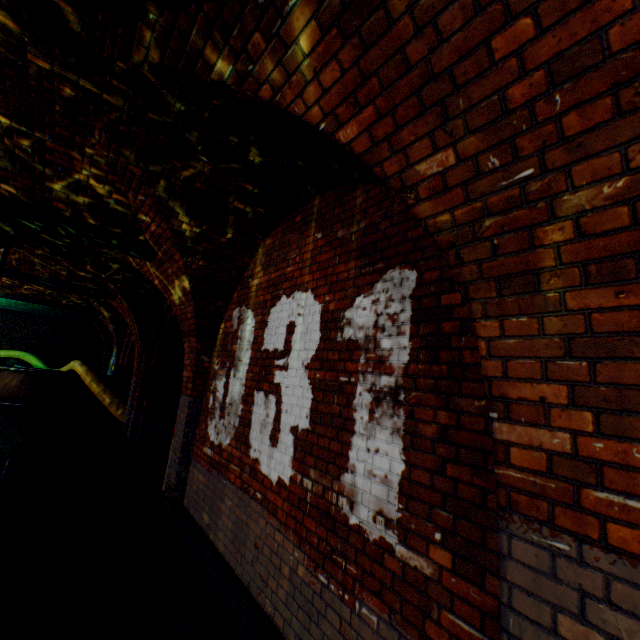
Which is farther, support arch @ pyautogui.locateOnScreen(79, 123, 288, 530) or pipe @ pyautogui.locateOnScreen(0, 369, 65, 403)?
pipe @ pyautogui.locateOnScreen(0, 369, 65, 403)

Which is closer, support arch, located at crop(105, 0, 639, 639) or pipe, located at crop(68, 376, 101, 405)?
support arch, located at crop(105, 0, 639, 639)

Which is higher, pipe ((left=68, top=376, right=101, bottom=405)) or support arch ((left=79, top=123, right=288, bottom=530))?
support arch ((left=79, top=123, right=288, bottom=530))

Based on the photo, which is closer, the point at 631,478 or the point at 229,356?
the point at 631,478

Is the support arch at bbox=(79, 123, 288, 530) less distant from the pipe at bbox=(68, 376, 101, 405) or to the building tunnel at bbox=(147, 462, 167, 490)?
the building tunnel at bbox=(147, 462, 167, 490)

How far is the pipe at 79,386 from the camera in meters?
10.9

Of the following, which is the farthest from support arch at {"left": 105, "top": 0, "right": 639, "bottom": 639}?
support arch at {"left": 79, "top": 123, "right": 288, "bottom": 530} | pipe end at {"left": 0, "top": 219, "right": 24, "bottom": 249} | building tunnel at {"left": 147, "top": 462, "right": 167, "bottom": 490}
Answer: pipe end at {"left": 0, "top": 219, "right": 24, "bottom": 249}

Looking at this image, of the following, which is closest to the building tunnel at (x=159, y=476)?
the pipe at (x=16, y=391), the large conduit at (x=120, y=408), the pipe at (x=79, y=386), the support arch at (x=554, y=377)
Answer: the large conduit at (x=120, y=408)
